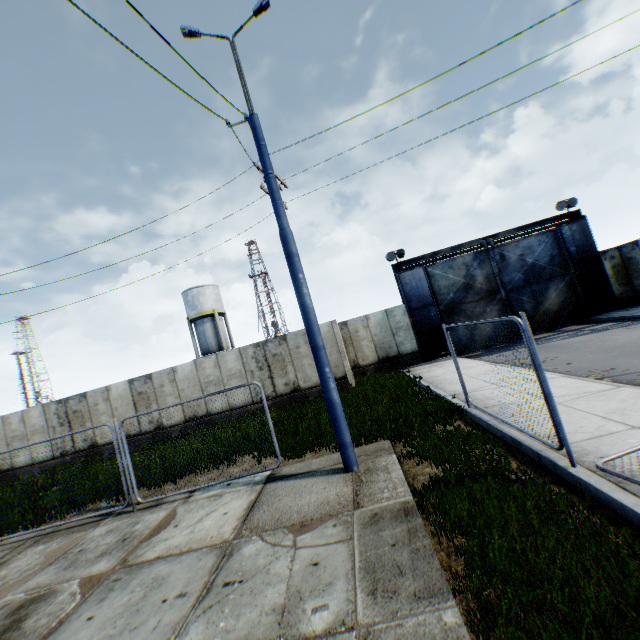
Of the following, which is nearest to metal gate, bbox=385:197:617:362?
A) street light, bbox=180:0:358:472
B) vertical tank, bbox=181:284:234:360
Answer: street light, bbox=180:0:358:472

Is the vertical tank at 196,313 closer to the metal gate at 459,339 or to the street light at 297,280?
the metal gate at 459,339

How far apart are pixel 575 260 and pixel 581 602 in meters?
20.9 m

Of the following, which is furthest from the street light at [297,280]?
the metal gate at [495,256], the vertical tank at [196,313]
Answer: the vertical tank at [196,313]

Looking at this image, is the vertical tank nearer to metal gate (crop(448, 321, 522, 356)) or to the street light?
metal gate (crop(448, 321, 522, 356))

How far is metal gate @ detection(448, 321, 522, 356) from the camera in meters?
18.4
